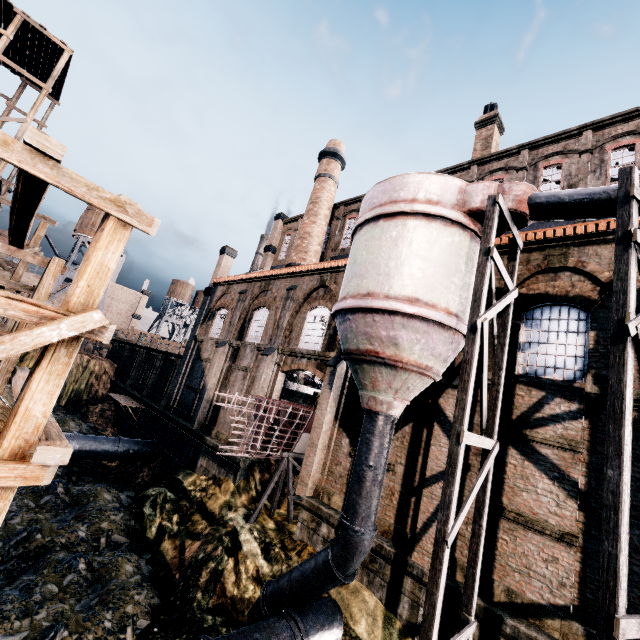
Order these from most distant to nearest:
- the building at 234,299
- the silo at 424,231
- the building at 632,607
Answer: the building at 234,299, the building at 632,607, the silo at 424,231

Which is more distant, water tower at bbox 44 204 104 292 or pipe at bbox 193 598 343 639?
water tower at bbox 44 204 104 292

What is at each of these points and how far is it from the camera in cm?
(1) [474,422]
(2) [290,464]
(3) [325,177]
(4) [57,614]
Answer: (1) building, 1191
(2) wooden support structure, 1692
(3) chimney, 2941
(4) stone debris, 1100

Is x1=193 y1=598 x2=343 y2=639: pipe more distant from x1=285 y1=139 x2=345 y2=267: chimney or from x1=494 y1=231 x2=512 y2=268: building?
x1=285 y1=139 x2=345 y2=267: chimney

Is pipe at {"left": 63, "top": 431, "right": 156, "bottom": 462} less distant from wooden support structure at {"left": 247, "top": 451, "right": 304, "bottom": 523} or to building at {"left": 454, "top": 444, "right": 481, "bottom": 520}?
building at {"left": 454, "top": 444, "right": 481, "bottom": 520}

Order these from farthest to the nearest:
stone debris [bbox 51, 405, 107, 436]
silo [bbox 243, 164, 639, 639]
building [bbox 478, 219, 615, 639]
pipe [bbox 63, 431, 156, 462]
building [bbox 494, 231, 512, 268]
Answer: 1. stone debris [bbox 51, 405, 107, 436]
2. pipe [bbox 63, 431, 156, 462]
3. building [bbox 494, 231, 512, 268]
4. building [bbox 478, 219, 615, 639]
5. silo [bbox 243, 164, 639, 639]

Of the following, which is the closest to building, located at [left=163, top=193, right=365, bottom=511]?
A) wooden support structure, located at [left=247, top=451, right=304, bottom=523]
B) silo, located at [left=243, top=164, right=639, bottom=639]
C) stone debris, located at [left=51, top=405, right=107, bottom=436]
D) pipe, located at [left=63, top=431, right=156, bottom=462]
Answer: silo, located at [left=243, top=164, right=639, bottom=639]

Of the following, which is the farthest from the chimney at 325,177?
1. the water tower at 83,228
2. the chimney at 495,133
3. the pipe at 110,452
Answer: the water tower at 83,228
